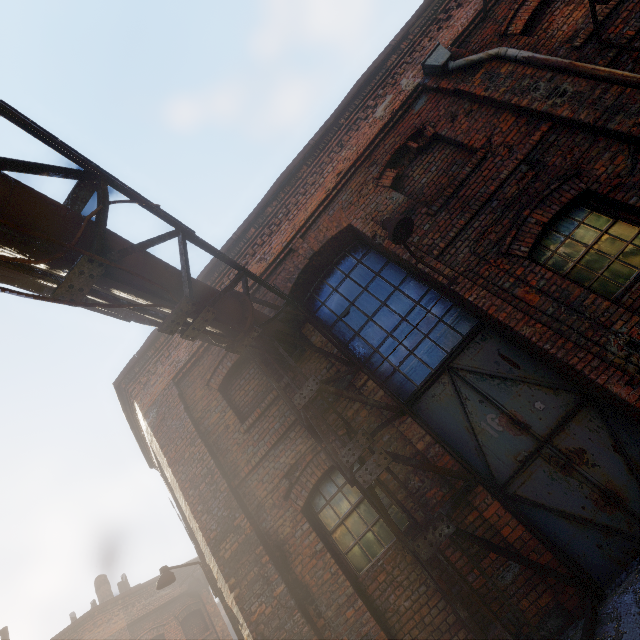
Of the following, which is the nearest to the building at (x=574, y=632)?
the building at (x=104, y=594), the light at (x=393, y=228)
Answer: the light at (x=393, y=228)

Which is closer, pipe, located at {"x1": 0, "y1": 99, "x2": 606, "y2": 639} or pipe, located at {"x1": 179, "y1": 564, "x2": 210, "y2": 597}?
pipe, located at {"x1": 0, "y1": 99, "x2": 606, "y2": 639}

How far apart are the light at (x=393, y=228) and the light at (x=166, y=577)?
8.49m

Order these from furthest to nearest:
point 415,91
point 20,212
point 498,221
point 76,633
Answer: point 76,633
point 415,91
point 498,221
point 20,212

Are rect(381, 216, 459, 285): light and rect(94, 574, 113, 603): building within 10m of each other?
no

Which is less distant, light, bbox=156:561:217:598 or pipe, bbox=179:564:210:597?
light, bbox=156:561:217:598

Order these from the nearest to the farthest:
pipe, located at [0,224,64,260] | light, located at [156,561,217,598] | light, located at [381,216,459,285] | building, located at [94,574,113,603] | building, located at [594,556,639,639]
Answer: pipe, located at [0,224,64,260], building, located at [594,556,639,639], light, located at [381,216,459,285], light, located at [156,561,217,598], building, located at [94,574,113,603]

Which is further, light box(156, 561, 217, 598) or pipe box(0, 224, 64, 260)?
light box(156, 561, 217, 598)
